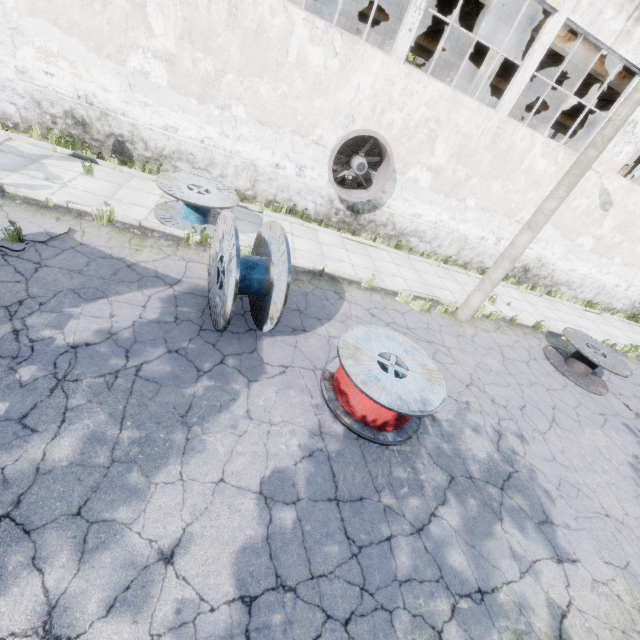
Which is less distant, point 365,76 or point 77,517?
point 77,517

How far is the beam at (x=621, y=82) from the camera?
12.93m

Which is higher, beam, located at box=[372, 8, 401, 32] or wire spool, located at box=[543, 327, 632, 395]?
beam, located at box=[372, 8, 401, 32]

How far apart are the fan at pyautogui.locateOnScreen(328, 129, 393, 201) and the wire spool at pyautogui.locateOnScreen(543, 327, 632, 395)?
7.4 meters

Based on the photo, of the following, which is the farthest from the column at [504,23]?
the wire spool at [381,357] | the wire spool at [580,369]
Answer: the wire spool at [381,357]

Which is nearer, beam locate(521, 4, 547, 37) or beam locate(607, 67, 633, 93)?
beam locate(521, 4, 547, 37)

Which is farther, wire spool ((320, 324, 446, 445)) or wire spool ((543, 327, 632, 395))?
wire spool ((543, 327, 632, 395))

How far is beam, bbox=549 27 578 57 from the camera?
11.88m
